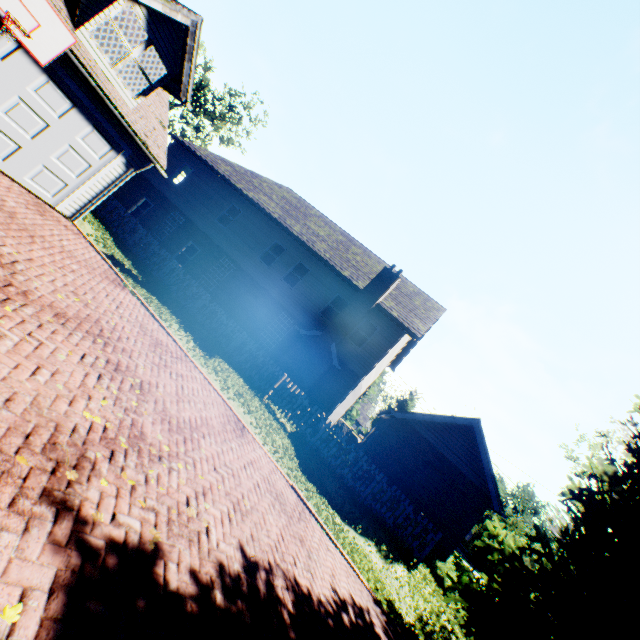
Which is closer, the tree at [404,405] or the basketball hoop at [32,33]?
the basketball hoop at [32,33]

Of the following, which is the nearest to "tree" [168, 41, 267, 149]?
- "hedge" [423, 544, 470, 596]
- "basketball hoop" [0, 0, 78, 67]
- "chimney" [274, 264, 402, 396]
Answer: "hedge" [423, 544, 470, 596]

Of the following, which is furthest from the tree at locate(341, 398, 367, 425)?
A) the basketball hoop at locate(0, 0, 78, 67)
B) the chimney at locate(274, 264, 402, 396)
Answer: the basketball hoop at locate(0, 0, 78, 67)

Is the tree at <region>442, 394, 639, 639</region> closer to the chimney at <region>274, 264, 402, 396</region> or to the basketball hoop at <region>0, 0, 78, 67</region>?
the chimney at <region>274, 264, 402, 396</region>

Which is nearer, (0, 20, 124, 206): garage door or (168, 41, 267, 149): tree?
(0, 20, 124, 206): garage door

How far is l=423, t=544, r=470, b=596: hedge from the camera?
12.5m

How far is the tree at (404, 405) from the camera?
39.8m

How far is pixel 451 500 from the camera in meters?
14.0 m
